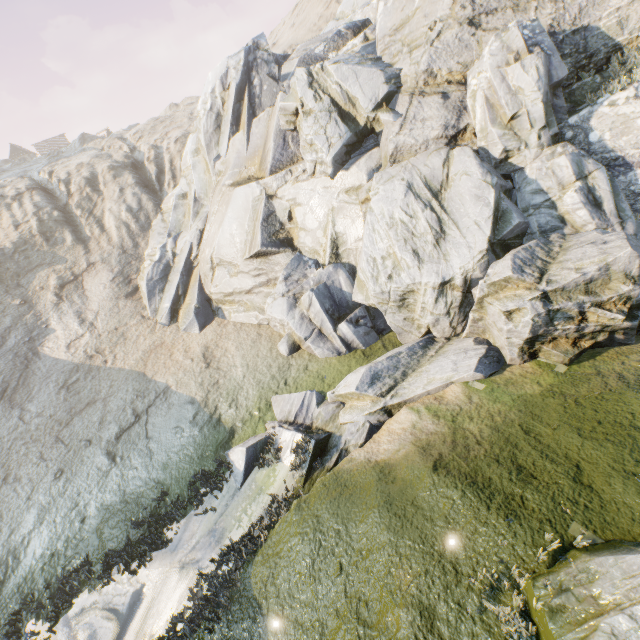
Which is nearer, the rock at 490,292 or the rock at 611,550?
the rock at 611,550

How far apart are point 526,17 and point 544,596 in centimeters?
1624cm

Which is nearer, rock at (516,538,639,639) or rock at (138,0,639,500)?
rock at (516,538,639,639)
